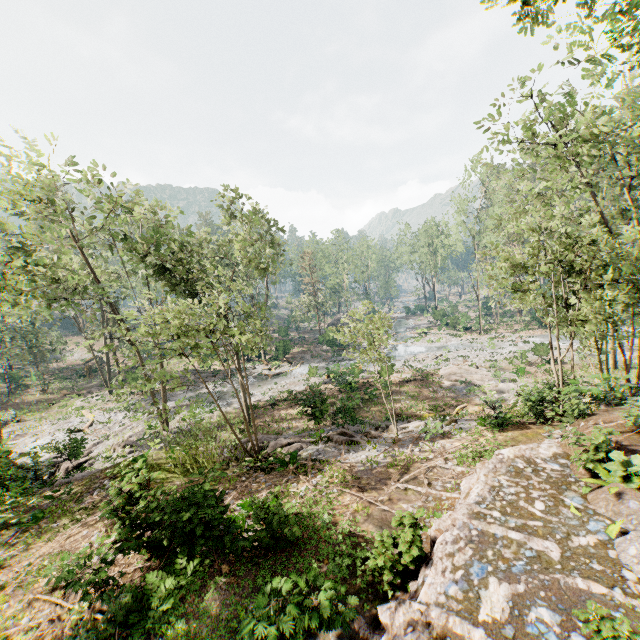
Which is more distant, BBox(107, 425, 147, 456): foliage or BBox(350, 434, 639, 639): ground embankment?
BBox(107, 425, 147, 456): foliage

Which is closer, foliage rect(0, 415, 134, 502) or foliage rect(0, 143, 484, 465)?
foliage rect(0, 143, 484, 465)

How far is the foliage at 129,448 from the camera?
21.9m

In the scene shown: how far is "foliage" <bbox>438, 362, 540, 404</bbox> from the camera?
16.11m

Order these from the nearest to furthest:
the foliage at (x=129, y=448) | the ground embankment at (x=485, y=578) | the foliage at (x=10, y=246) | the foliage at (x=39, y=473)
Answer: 1. the ground embankment at (x=485, y=578)
2. the foliage at (x=10, y=246)
3. the foliage at (x=39, y=473)
4. the foliage at (x=129, y=448)

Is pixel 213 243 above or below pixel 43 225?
above
